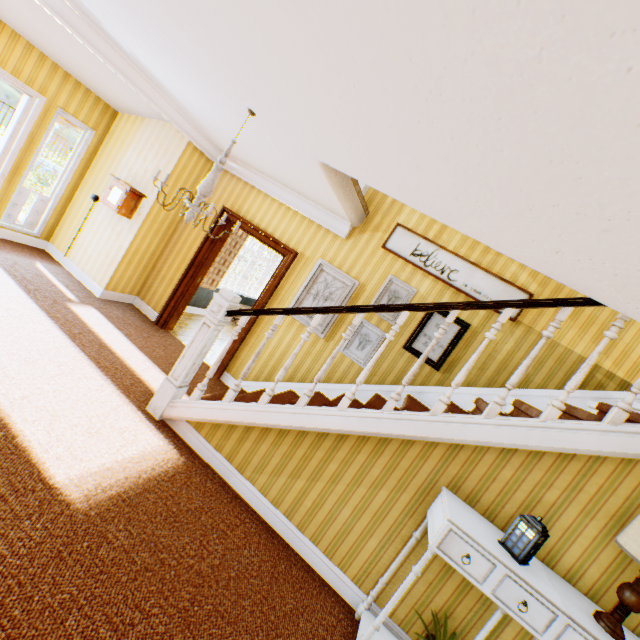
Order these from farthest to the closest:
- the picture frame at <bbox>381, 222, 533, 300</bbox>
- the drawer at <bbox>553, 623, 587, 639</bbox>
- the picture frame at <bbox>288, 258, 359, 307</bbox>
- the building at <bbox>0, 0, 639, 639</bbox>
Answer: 1. the picture frame at <bbox>288, 258, 359, 307</bbox>
2. the picture frame at <bbox>381, 222, 533, 300</bbox>
3. the drawer at <bbox>553, 623, 587, 639</bbox>
4. the building at <bbox>0, 0, 639, 639</bbox>

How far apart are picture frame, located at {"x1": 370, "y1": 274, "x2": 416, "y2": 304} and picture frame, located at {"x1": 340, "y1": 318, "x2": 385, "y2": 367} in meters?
0.1

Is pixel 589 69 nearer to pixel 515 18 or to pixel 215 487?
pixel 515 18

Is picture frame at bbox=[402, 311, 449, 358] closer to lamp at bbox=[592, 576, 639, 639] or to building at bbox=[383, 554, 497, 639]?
building at bbox=[383, 554, 497, 639]

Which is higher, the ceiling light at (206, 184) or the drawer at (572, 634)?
the ceiling light at (206, 184)

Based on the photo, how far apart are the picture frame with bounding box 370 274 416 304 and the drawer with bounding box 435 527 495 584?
2.7m

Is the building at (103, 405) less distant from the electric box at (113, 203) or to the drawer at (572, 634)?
the electric box at (113, 203)

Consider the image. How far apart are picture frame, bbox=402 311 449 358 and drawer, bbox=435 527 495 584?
2.4 meters
